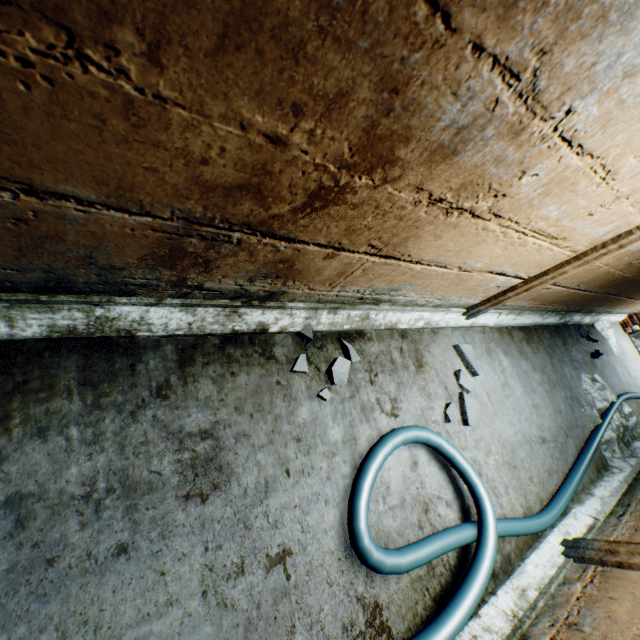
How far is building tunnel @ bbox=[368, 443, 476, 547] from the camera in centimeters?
154cm

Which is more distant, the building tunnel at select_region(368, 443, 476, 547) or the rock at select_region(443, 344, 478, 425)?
the rock at select_region(443, 344, 478, 425)

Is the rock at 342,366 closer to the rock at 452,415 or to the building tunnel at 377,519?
the building tunnel at 377,519

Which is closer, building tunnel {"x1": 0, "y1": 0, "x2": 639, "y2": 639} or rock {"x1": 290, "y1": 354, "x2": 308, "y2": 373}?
building tunnel {"x1": 0, "y1": 0, "x2": 639, "y2": 639}

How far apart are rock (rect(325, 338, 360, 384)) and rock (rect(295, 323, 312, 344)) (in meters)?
0.17

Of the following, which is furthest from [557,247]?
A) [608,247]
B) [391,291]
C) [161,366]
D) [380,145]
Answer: [161,366]

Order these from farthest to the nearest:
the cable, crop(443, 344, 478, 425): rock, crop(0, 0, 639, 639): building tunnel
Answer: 1. crop(443, 344, 478, 425): rock
2. the cable
3. crop(0, 0, 639, 639): building tunnel

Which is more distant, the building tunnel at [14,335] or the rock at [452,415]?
the rock at [452,415]
